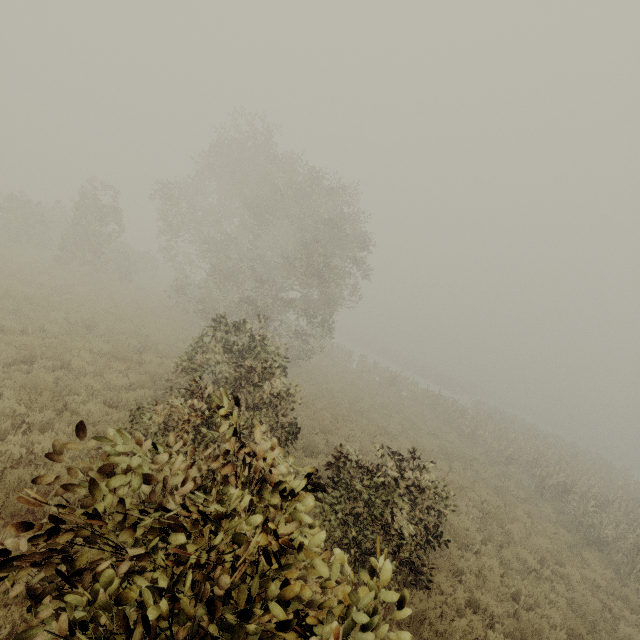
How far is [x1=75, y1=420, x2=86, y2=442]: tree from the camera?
2.57m

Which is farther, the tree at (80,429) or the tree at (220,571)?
the tree at (80,429)

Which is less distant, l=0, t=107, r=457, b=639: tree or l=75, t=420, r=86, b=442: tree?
l=0, t=107, r=457, b=639: tree

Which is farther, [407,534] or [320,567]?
[407,534]

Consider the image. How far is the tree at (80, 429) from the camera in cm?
257
